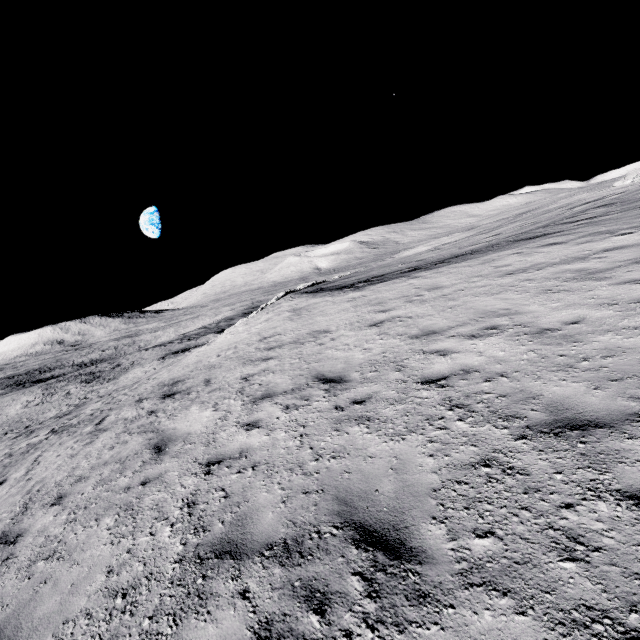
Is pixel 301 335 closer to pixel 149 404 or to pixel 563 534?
pixel 149 404
